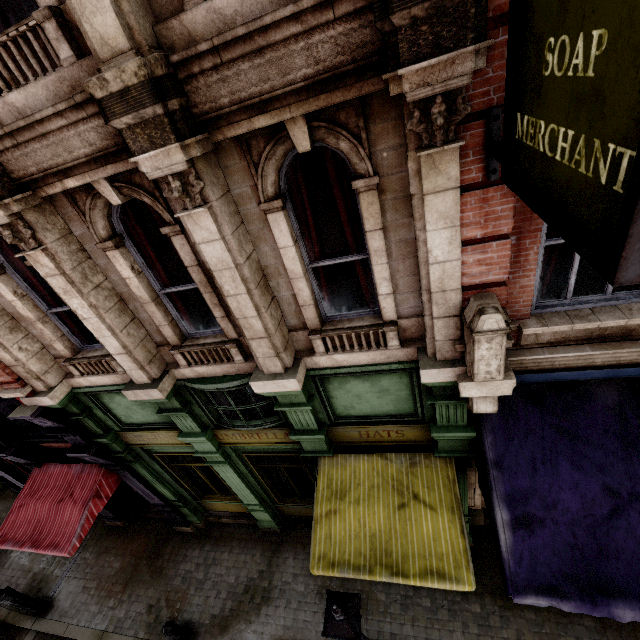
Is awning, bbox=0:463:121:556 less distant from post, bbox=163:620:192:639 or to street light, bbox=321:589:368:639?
post, bbox=163:620:192:639

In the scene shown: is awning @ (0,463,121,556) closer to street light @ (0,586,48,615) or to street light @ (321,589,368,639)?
street light @ (0,586,48,615)

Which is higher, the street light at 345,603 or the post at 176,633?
the street light at 345,603

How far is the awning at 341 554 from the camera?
4.88m

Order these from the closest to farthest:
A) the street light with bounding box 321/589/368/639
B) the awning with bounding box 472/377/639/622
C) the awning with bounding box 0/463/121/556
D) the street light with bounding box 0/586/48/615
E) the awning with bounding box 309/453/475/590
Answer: the street light with bounding box 321/589/368/639
the awning with bounding box 472/377/639/622
the awning with bounding box 309/453/475/590
the awning with bounding box 0/463/121/556
the street light with bounding box 0/586/48/615

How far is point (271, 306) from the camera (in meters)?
4.43

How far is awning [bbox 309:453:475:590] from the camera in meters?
4.9

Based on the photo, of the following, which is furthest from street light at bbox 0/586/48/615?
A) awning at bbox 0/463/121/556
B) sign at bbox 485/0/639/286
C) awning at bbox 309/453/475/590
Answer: sign at bbox 485/0/639/286
